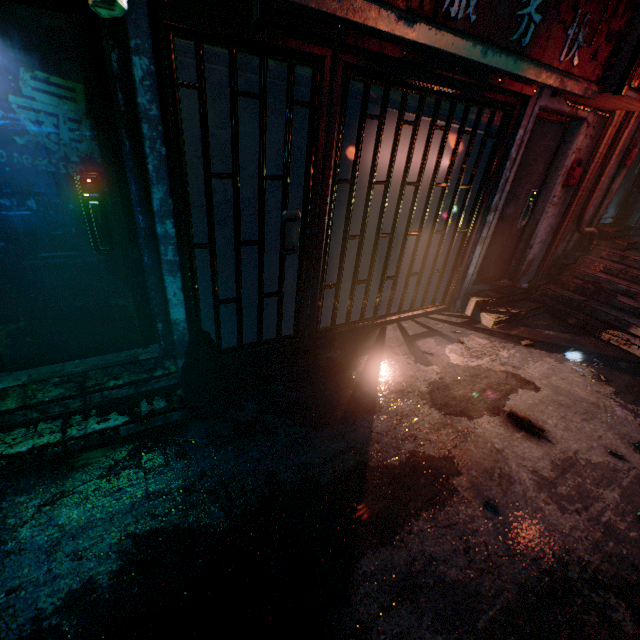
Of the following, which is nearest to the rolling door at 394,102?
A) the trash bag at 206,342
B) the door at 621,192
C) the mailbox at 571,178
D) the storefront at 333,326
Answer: the storefront at 333,326

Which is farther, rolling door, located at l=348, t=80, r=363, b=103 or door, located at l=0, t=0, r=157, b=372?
rolling door, located at l=348, t=80, r=363, b=103

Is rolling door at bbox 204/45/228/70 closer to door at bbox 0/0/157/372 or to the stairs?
door at bbox 0/0/157/372

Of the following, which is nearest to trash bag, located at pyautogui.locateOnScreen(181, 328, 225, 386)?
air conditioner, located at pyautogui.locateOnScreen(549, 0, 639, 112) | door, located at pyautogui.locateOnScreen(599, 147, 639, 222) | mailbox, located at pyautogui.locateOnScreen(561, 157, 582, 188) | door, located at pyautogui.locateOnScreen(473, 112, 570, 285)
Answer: door, located at pyautogui.locateOnScreen(473, 112, 570, 285)

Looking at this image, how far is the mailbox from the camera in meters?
4.0 m

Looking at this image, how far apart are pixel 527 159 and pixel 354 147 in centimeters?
226cm

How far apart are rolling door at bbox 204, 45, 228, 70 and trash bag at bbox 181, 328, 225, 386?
1.8 meters

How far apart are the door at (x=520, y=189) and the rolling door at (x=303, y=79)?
2.6m
